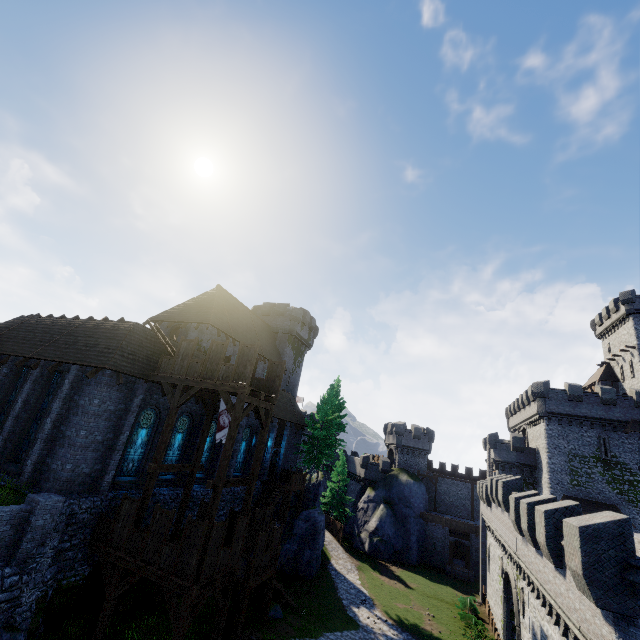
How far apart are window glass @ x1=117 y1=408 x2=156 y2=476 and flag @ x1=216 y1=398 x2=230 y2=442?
4.1m

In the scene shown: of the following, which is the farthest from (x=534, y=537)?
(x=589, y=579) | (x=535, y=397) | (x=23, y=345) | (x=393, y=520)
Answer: (x=393, y=520)

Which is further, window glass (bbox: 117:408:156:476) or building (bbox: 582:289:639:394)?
building (bbox: 582:289:639:394)

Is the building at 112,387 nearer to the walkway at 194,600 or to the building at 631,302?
the walkway at 194,600

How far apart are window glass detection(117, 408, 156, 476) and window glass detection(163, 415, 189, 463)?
1.5 meters

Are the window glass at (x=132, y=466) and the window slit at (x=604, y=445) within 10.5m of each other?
no

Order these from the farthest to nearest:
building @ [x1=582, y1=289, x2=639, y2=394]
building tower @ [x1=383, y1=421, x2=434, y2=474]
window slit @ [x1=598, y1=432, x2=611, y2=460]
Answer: building tower @ [x1=383, y1=421, x2=434, y2=474], building @ [x1=582, y1=289, x2=639, y2=394], window slit @ [x1=598, y1=432, x2=611, y2=460]

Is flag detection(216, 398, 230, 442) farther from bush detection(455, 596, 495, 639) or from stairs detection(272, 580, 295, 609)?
bush detection(455, 596, 495, 639)
